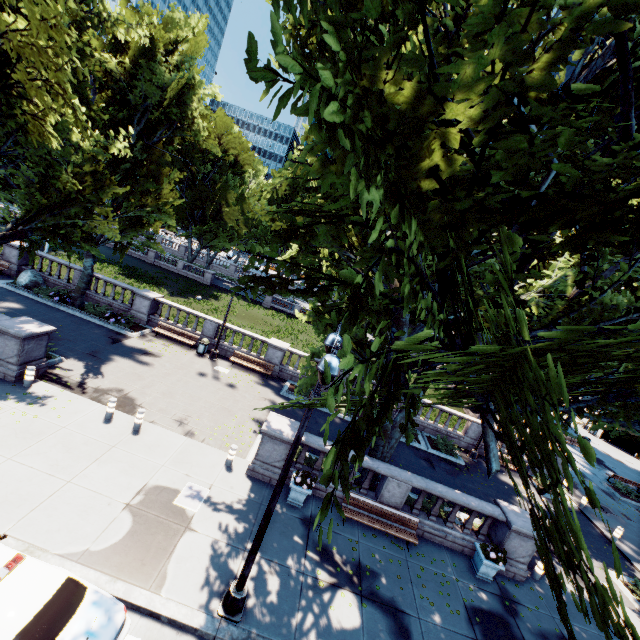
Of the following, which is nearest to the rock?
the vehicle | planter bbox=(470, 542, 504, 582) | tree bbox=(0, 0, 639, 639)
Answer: tree bbox=(0, 0, 639, 639)

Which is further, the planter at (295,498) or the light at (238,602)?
the planter at (295,498)

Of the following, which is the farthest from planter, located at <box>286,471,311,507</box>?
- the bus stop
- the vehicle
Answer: the bus stop

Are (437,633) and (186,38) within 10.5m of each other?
no

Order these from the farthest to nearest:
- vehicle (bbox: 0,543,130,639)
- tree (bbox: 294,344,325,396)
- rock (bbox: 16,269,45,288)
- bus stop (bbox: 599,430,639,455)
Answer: bus stop (bbox: 599,430,639,455), rock (bbox: 16,269,45,288), tree (bbox: 294,344,325,396), vehicle (bbox: 0,543,130,639)

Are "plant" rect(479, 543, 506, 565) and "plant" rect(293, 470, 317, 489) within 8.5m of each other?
yes

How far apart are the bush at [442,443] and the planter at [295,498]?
11.34m

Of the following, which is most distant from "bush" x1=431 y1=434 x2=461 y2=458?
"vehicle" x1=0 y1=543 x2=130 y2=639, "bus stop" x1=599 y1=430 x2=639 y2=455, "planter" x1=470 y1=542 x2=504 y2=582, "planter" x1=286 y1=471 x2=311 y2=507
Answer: "bus stop" x1=599 y1=430 x2=639 y2=455
